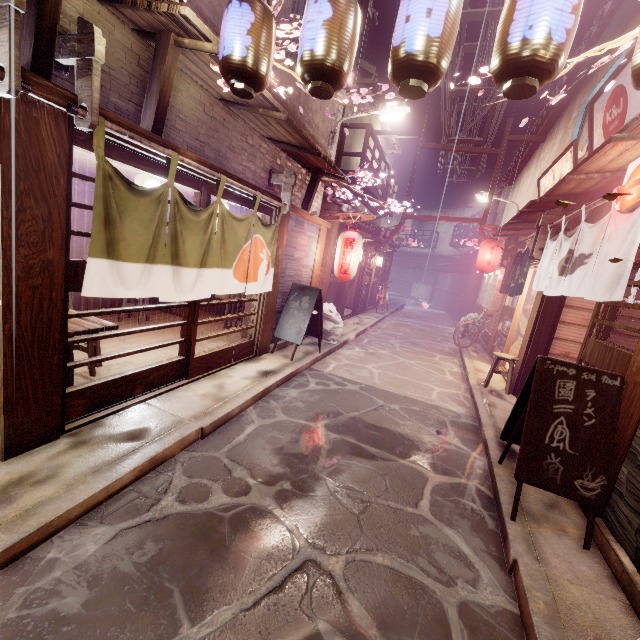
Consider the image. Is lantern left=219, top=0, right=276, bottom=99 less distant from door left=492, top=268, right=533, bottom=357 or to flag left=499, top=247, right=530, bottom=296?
flag left=499, top=247, right=530, bottom=296

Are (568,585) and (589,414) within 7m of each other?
yes

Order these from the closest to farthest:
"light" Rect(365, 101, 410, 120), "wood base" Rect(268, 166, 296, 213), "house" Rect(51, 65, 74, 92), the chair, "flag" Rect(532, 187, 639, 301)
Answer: "house" Rect(51, 65, 74, 92) < "flag" Rect(532, 187, 639, 301) < the chair < "wood base" Rect(268, 166, 296, 213) < "light" Rect(365, 101, 410, 120)

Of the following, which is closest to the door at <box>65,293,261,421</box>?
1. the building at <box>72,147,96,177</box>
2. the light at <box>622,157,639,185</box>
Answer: the building at <box>72,147,96,177</box>

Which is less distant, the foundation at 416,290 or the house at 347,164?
the house at 347,164

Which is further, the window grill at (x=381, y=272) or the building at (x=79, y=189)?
the window grill at (x=381, y=272)

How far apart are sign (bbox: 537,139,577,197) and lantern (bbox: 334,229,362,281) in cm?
798

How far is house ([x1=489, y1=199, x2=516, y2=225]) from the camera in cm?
2541
